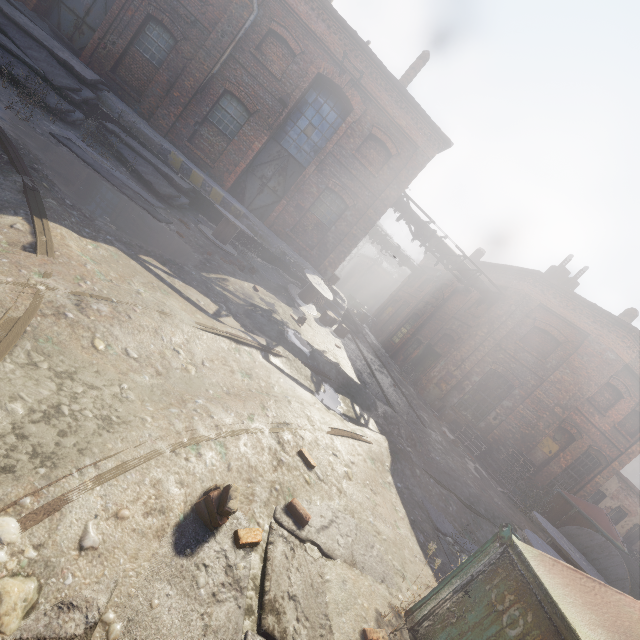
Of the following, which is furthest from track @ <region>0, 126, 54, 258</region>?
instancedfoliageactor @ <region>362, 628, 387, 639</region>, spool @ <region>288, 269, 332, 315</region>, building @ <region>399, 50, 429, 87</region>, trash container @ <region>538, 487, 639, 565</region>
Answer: building @ <region>399, 50, 429, 87</region>

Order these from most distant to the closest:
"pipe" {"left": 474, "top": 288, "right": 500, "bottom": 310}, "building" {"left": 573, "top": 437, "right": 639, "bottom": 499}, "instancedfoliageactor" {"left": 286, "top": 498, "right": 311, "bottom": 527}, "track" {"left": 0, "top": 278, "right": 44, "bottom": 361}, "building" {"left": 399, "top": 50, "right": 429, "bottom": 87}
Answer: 1. "pipe" {"left": 474, "top": 288, "right": 500, "bottom": 310}
2. "building" {"left": 399, "top": 50, "right": 429, "bottom": 87}
3. "building" {"left": 573, "top": 437, "right": 639, "bottom": 499}
4. "instancedfoliageactor" {"left": 286, "top": 498, "right": 311, "bottom": 527}
5. "track" {"left": 0, "top": 278, "right": 44, "bottom": 361}

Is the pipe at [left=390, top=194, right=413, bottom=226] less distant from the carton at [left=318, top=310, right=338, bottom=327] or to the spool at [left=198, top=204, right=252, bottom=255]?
the carton at [left=318, top=310, right=338, bottom=327]

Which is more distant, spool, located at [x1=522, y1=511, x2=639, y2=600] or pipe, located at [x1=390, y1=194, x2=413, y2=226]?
pipe, located at [x1=390, y1=194, x2=413, y2=226]

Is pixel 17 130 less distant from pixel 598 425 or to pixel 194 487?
pixel 194 487

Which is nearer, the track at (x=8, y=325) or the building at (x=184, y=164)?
the track at (x=8, y=325)

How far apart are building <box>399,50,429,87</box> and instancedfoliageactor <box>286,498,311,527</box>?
17.5 meters

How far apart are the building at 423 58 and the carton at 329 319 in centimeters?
1056cm
